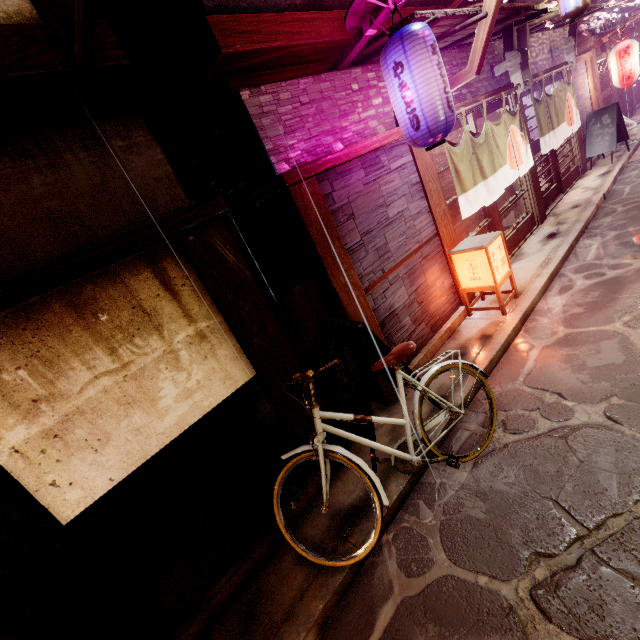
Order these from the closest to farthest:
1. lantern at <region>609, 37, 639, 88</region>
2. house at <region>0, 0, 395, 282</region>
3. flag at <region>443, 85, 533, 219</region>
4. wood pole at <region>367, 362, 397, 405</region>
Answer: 1. house at <region>0, 0, 395, 282</region>
2. wood pole at <region>367, 362, 397, 405</region>
3. flag at <region>443, 85, 533, 219</region>
4. lantern at <region>609, 37, 639, 88</region>

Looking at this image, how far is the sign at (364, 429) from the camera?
5.63m

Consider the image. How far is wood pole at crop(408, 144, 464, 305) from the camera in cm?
835

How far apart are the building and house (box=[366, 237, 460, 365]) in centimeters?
736cm

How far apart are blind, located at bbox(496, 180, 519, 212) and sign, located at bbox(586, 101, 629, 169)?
8.1 meters

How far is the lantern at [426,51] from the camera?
5.78m

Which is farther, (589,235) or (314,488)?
(589,235)

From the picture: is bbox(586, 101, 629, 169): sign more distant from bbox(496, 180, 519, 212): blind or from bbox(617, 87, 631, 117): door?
bbox(617, 87, 631, 117): door
